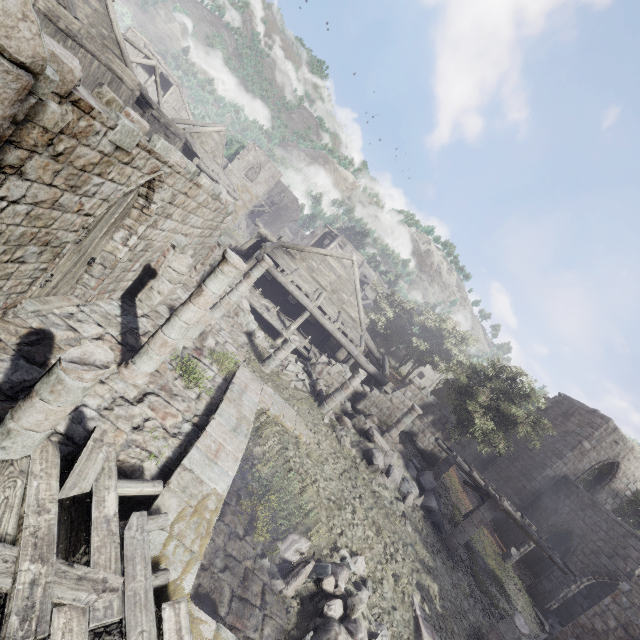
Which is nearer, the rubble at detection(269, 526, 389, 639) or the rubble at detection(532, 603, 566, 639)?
the rubble at detection(269, 526, 389, 639)

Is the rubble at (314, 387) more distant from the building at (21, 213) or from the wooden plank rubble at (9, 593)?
the wooden plank rubble at (9, 593)

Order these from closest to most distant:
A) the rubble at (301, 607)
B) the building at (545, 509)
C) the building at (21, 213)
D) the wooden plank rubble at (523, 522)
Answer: the building at (21, 213), the rubble at (301, 607), the building at (545, 509), the wooden plank rubble at (523, 522)

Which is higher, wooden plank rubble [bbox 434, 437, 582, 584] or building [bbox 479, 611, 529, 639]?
wooden plank rubble [bbox 434, 437, 582, 584]

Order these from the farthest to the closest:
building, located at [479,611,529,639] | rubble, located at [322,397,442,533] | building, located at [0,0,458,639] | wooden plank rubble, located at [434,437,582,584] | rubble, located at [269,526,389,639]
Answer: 1. rubble, located at [322,397,442,533]
2. wooden plank rubble, located at [434,437,582,584]
3. building, located at [479,611,529,639]
4. rubble, located at [269,526,389,639]
5. building, located at [0,0,458,639]

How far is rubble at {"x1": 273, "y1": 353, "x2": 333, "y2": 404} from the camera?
16.0 meters

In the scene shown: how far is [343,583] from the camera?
7.9 meters

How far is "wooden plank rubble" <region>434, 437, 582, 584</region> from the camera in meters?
12.6 m
